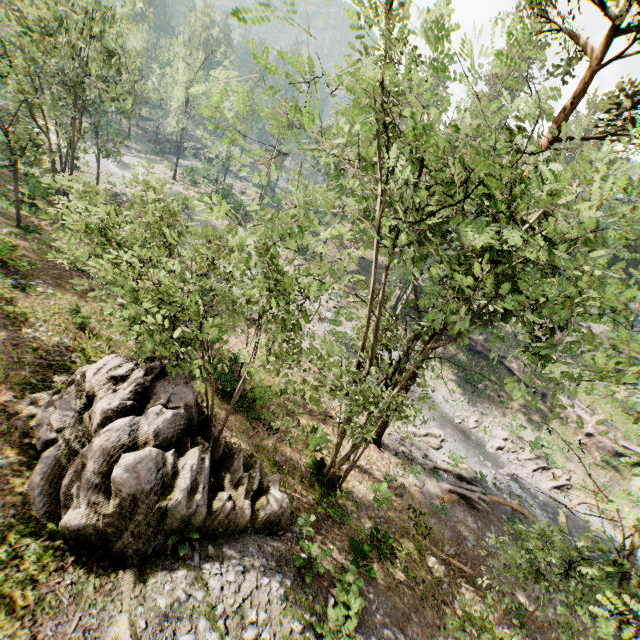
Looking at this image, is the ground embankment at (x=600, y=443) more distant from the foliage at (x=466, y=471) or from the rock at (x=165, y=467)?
the rock at (x=165, y=467)

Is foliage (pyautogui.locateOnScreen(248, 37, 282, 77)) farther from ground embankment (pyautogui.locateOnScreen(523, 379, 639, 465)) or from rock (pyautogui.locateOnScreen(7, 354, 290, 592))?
rock (pyautogui.locateOnScreen(7, 354, 290, 592))

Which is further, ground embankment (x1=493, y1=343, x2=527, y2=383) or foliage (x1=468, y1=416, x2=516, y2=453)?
ground embankment (x1=493, y1=343, x2=527, y2=383)

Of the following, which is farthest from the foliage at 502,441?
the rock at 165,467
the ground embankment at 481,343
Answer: the rock at 165,467

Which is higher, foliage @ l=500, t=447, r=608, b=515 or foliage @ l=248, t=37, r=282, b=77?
foliage @ l=248, t=37, r=282, b=77

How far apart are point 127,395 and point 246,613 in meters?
7.7

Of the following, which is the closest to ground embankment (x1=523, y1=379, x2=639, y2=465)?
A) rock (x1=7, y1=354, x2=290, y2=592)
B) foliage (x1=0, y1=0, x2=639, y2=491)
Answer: foliage (x1=0, y1=0, x2=639, y2=491)
